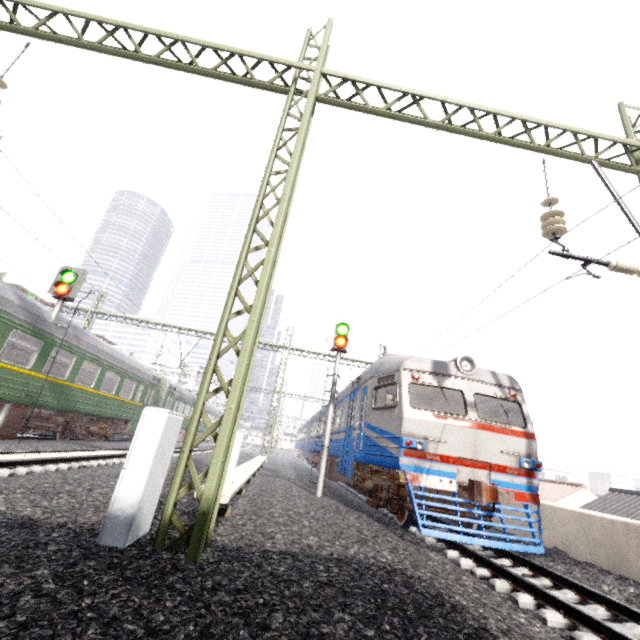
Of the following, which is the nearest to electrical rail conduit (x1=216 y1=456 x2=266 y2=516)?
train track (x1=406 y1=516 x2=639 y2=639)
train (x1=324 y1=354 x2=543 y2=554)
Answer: train (x1=324 y1=354 x2=543 y2=554)

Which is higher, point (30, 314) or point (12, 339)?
point (30, 314)

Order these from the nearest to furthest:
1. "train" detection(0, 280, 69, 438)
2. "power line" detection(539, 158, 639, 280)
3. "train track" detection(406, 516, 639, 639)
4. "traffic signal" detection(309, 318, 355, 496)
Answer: "train track" detection(406, 516, 639, 639), "power line" detection(539, 158, 639, 280), "train" detection(0, 280, 69, 438), "traffic signal" detection(309, 318, 355, 496)

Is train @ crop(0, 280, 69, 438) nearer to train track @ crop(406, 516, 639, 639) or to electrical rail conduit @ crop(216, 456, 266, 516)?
electrical rail conduit @ crop(216, 456, 266, 516)

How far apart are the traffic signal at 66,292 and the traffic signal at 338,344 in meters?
9.0

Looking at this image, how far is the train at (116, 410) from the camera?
11.9 meters

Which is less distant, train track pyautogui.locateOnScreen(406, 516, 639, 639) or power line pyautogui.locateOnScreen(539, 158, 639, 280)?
→ train track pyautogui.locateOnScreen(406, 516, 639, 639)

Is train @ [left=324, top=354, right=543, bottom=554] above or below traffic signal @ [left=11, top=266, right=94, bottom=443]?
below
